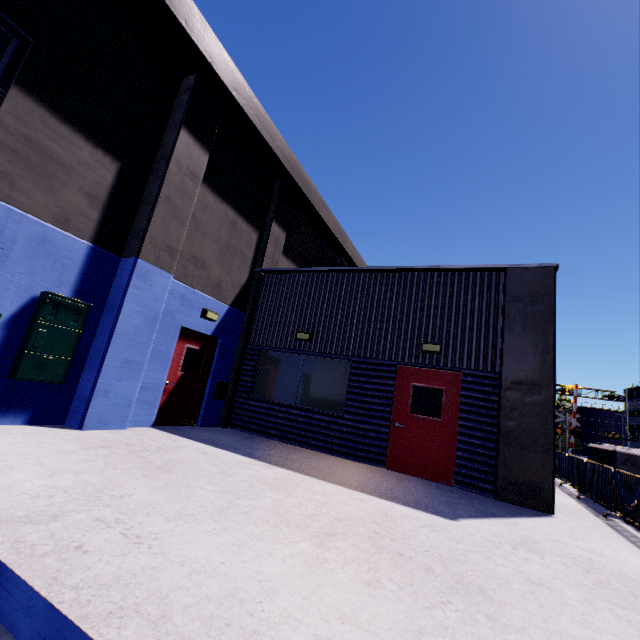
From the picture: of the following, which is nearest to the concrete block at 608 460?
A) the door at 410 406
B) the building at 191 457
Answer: the building at 191 457

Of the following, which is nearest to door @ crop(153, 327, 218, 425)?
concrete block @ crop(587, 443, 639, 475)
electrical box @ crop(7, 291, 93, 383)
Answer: electrical box @ crop(7, 291, 93, 383)

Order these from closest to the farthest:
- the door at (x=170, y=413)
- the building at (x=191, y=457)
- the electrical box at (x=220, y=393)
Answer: the building at (x=191, y=457), the door at (x=170, y=413), the electrical box at (x=220, y=393)

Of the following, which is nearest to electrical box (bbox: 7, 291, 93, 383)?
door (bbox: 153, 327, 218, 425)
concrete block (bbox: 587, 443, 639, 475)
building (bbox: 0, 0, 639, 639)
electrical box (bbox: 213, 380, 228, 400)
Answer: building (bbox: 0, 0, 639, 639)

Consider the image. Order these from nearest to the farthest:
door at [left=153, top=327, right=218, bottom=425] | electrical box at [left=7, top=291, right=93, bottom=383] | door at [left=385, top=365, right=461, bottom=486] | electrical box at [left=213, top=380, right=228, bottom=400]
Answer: electrical box at [left=7, top=291, right=93, bottom=383] < door at [left=385, top=365, right=461, bottom=486] < door at [left=153, top=327, right=218, bottom=425] < electrical box at [left=213, top=380, right=228, bottom=400]

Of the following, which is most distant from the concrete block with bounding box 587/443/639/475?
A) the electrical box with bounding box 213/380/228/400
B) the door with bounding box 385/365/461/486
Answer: the electrical box with bounding box 213/380/228/400

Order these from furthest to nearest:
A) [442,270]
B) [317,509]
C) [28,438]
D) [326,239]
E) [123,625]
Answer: [326,239], [442,270], [28,438], [317,509], [123,625]

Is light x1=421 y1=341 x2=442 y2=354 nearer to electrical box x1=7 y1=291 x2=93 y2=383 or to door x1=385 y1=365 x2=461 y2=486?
door x1=385 y1=365 x2=461 y2=486
